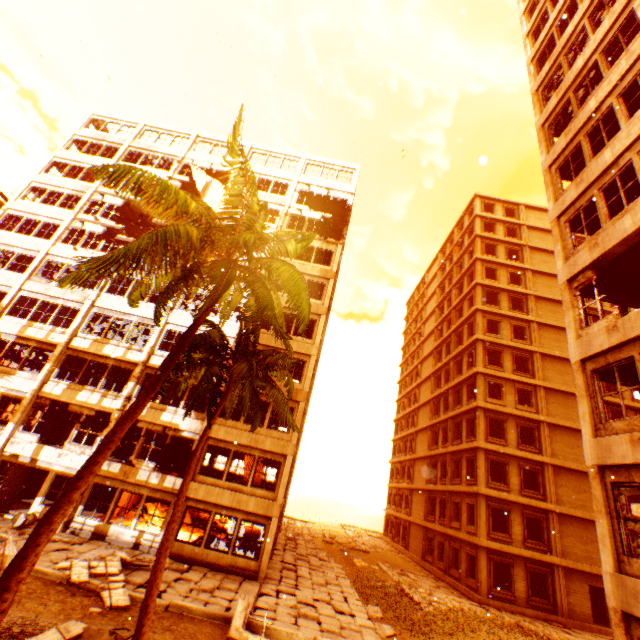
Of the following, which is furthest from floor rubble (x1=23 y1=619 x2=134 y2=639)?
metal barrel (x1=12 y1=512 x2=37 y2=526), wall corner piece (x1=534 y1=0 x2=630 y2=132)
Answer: metal barrel (x1=12 y1=512 x2=37 y2=526)

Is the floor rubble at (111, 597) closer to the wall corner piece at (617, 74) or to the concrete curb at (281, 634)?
the concrete curb at (281, 634)

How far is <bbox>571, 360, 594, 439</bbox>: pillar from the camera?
8.96m

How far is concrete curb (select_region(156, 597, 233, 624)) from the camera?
10.6m

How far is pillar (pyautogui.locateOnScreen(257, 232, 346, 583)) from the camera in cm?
1581

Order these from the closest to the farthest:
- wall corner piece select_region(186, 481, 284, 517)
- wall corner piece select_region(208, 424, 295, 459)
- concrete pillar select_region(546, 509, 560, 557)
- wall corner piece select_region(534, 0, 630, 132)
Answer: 1. wall corner piece select_region(534, 0, 630, 132)
2. wall corner piece select_region(186, 481, 284, 517)
3. wall corner piece select_region(208, 424, 295, 459)
4. concrete pillar select_region(546, 509, 560, 557)

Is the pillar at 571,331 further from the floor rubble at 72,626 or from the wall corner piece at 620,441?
the floor rubble at 72,626

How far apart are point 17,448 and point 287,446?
14.2 meters
